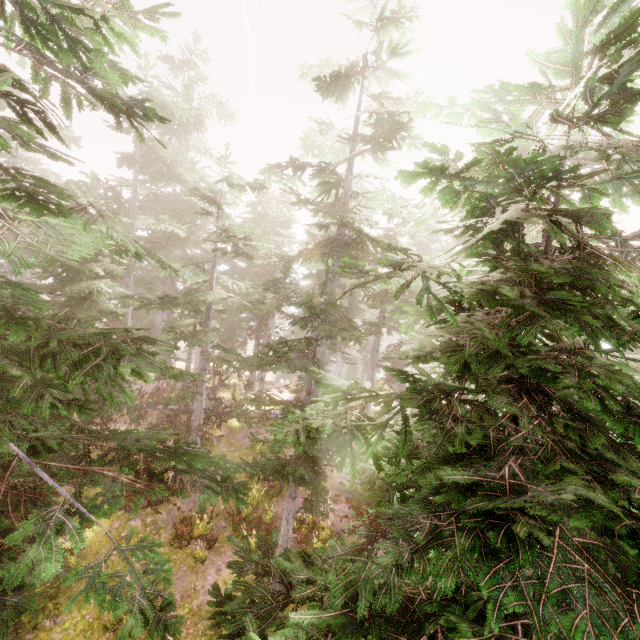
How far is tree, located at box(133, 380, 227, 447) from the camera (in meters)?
14.56

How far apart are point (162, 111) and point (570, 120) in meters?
29.1

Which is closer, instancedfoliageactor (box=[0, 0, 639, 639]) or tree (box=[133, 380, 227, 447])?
instancedfoliageactor (box=[0, 0, 639, 639])

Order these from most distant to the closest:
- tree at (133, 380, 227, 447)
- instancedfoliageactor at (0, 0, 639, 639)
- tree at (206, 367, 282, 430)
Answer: tree at (206, 367, 282, 430), tree at (133, 380, 227, 447), instancedfoliageactor at (0, 0, 639, 639)

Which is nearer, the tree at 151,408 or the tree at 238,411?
the tree at 151,408

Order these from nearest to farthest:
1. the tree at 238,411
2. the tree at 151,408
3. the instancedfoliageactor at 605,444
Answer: the instancedfoliageactor at 605,444 < the tree at 151,408 < the tree at 238,411
